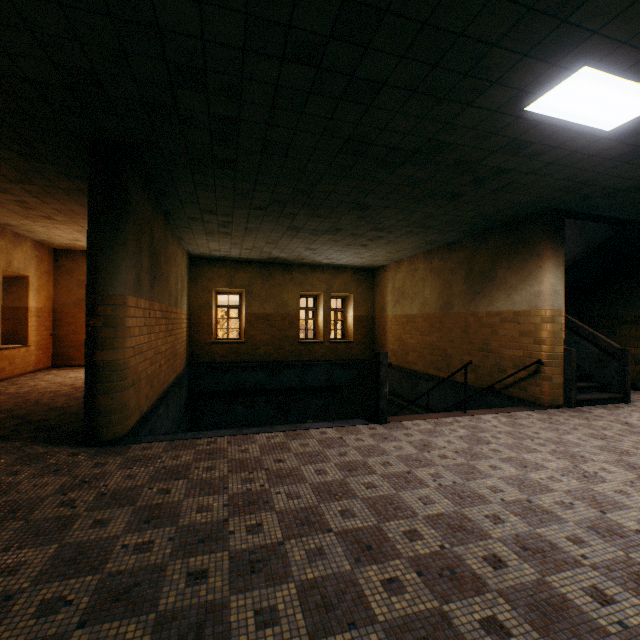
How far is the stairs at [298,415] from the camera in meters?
5.3

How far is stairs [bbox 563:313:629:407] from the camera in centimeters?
653cm

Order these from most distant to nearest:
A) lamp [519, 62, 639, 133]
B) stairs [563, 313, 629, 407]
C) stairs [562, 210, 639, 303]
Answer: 1. stairs [562, 210, 639, 303]
2. stairs [563, 313, 629, 407]
3. lamp [519, 62, 639, 133]

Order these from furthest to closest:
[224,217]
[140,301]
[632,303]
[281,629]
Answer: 1. [632,303]
2. [224,217]
3. [140,301]
4. [281,629]

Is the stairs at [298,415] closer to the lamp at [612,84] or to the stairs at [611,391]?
the stairs at [611,391]

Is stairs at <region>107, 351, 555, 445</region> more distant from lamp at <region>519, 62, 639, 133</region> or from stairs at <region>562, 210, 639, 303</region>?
lamp at <region>519, 62, 639, 133</region>
